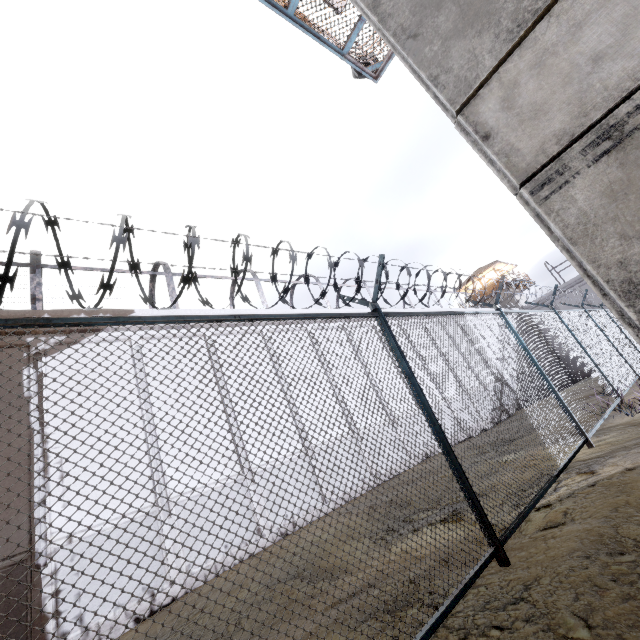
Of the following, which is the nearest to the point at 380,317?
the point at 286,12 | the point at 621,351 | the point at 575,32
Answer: the point at 575,32

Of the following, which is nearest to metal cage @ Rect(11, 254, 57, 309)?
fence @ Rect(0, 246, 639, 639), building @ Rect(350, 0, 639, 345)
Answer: fence @ Rect(0, 246, 639, 639)

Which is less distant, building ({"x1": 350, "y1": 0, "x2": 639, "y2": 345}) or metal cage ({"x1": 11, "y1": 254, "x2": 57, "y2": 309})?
building ({"x1": 350, "y1": 0, "x2": 639, "y2": 345})

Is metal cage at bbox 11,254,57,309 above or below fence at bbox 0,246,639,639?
above

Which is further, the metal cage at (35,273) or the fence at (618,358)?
the metal cage at (35,273)

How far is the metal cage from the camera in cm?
974

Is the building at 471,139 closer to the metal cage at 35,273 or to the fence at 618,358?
the fence at 618,358
